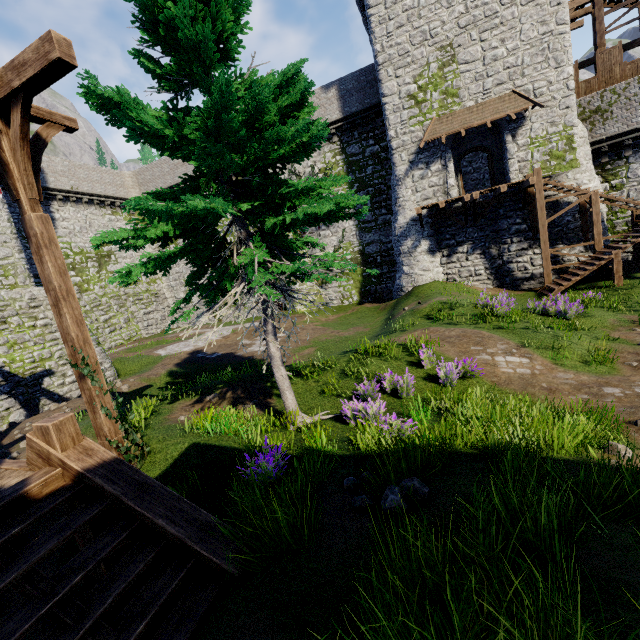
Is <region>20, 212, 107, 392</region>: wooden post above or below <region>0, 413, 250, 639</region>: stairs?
above

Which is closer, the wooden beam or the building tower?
the wooden beam

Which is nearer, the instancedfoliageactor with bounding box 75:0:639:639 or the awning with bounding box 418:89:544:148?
the instancedfoliageactor with bounding box 75:0:639:639

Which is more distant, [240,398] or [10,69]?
[240,398]

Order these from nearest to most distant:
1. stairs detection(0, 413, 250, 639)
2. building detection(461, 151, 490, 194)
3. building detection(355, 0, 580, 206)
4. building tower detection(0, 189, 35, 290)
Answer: stairs detection(0, 413, 250, 639) → building tower detection(0, 189, 35, 290) → building detection(355, 0, 580, 206) → building detection(461, 151, 490, 194)

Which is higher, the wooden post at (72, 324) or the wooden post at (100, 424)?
the wooden post at (72, 324)

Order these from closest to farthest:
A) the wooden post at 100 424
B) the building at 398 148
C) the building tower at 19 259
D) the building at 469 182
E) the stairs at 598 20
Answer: the wooden post at 100 424, the building tower at 19 259, the building at 398 148, the stairs at 598 20, the building at 469 182

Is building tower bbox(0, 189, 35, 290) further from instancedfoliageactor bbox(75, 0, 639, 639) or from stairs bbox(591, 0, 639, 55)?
stairs bbox(591, 0, 639, 55)
